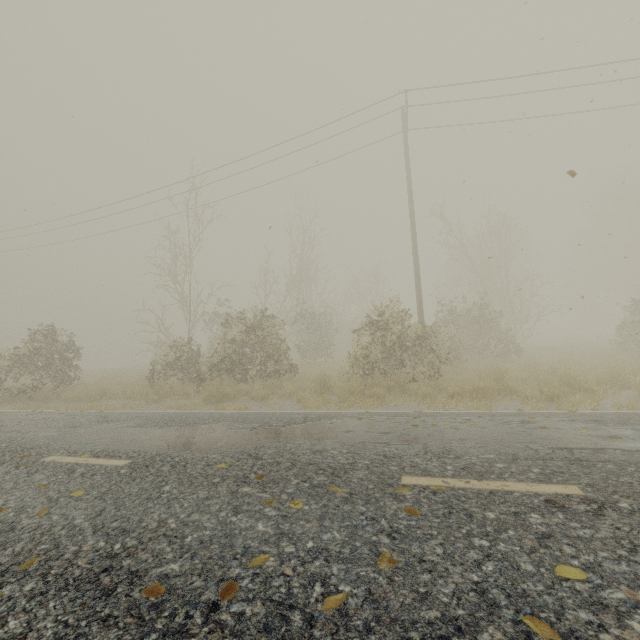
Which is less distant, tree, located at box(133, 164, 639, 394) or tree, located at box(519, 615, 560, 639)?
tree, located at box(519, 615, 560, 639)

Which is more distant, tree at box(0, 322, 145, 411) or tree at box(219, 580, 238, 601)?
tree at box(0, 322, 145, 411)

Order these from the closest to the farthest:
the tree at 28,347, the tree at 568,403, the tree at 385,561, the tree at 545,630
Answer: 1. the tree at 545,630
2. the tree at 385,561
3. the tree at 568,403
4. the tree at 28,347

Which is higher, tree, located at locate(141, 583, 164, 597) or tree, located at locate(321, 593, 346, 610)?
tree, located at locate(321, 593, 346, 610)

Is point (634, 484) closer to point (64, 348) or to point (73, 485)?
point (73, 485)

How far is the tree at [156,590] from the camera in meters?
1.9

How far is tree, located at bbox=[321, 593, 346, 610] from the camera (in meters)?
1.72
